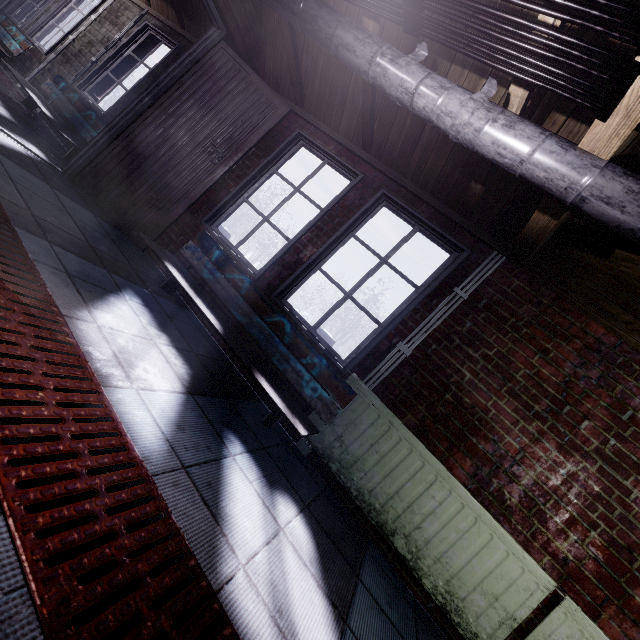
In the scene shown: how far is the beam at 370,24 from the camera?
1.9m

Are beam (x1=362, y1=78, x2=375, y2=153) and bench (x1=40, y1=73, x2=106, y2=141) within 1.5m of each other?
no

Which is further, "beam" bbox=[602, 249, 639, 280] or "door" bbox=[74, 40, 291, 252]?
"door" bbox=[74, 40, 291, 252]

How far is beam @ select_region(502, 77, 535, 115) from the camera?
1.5 meters

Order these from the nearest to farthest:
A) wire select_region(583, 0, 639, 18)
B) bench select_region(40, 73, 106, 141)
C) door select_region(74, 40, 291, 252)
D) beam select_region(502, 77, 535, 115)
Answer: wire select_region(583, 0, 639, 18)
beam select_region(502, 77, 535, 115)
door select_region(74, 40, 291, 252)
bench select_region(40, 73, 106, 141)

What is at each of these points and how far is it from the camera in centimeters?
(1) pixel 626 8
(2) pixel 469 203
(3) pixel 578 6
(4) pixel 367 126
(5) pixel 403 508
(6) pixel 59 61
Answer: (1) wire, 95cm
(2) beam, 229cm
(3) wire, 102cm
(4) beam, 257cm
(5) radiator, 198cm
(6) window, 454cm

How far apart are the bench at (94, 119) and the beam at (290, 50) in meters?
2.0 m

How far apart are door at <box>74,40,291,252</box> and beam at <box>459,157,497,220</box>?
1.8m
